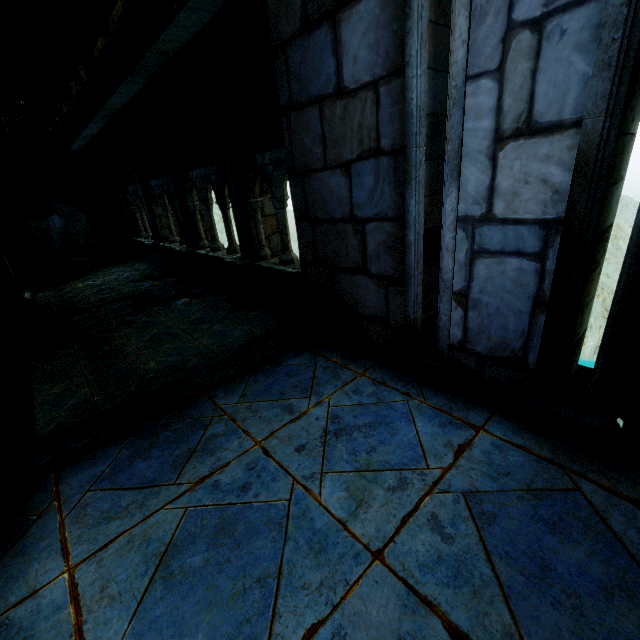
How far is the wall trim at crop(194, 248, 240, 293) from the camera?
8.2m

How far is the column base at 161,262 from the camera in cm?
1165

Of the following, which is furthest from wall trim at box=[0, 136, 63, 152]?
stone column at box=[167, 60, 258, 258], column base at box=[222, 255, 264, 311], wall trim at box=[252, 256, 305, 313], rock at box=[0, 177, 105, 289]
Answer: wall trim at box=[252, 256, 305, 313]

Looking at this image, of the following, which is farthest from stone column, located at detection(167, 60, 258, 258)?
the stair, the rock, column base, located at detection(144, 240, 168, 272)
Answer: the rock

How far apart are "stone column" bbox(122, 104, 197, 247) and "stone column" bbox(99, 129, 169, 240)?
2.44m

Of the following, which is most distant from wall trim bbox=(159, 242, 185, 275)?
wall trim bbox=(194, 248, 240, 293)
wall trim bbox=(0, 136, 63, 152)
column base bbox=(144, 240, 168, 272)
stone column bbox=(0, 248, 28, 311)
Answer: wall trim bbox=(0, 136, 63, 152)

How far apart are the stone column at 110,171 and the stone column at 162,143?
5.7 meters

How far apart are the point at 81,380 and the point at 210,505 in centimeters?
452cm
